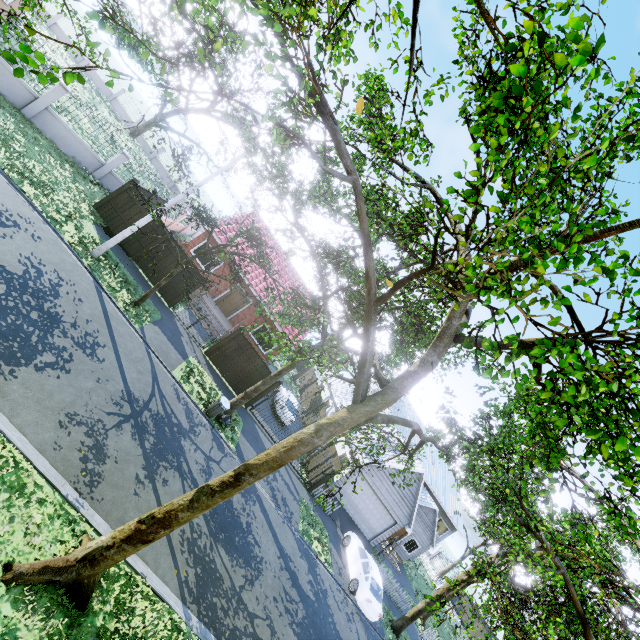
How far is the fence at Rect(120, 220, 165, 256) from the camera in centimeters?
1647cm

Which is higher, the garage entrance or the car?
the car

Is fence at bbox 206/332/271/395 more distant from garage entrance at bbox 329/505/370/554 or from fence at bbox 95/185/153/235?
garage entrance at bbox 329/505/370/554

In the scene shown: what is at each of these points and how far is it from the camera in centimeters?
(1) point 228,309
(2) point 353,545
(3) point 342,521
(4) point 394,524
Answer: (1) door, 2309cm
(2) car, 1894cm
(3) garage entrance, 2130cm
(4) garage door, 2309cm

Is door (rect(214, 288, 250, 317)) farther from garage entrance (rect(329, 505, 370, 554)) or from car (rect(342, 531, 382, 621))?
car (rect(342, 531, 382, 621))

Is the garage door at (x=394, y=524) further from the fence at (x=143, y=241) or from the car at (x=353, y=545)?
the fence at (x=143, y=241)

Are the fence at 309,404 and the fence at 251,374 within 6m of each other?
no

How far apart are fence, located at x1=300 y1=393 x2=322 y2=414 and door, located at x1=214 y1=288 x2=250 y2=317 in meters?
12.1
